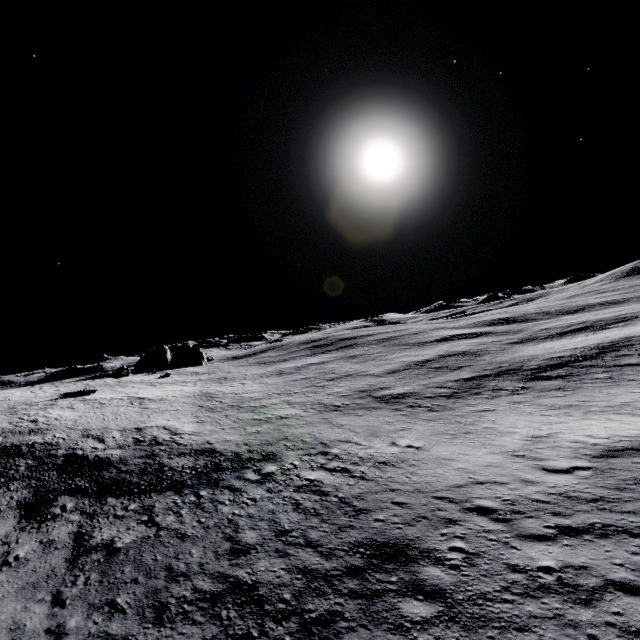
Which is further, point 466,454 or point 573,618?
point 466,454
